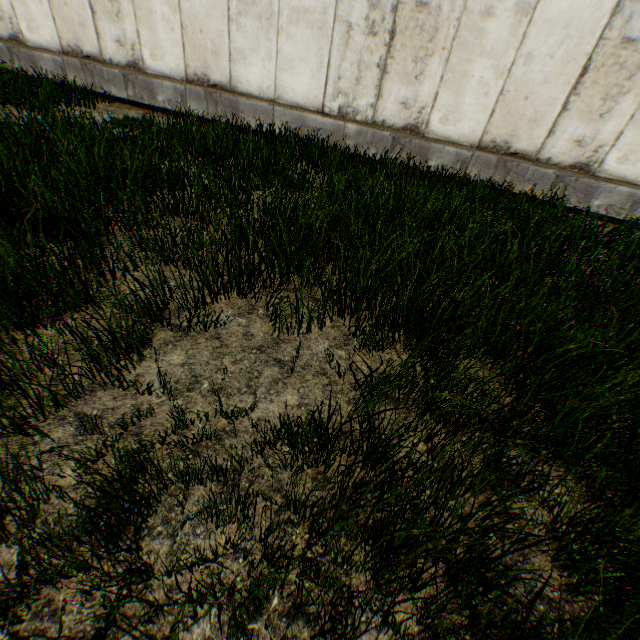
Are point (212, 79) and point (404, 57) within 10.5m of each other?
yes
